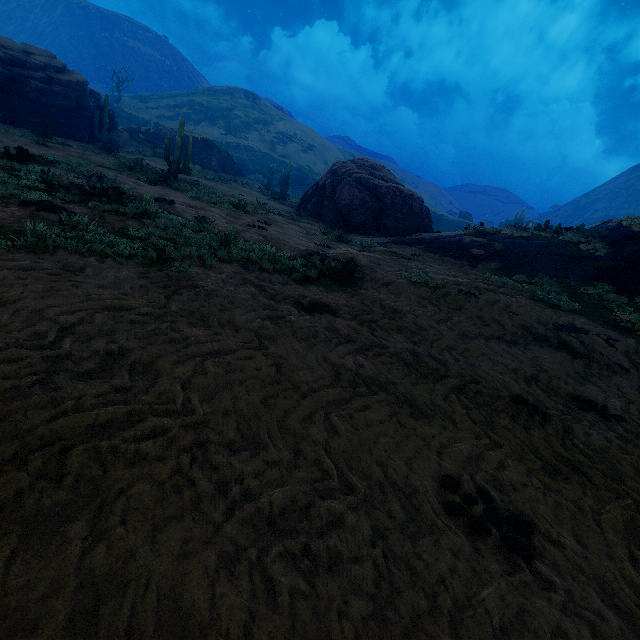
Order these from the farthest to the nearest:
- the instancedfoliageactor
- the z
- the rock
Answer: the rock → the instancedfoliageactor → the z

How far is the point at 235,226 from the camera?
10.5m

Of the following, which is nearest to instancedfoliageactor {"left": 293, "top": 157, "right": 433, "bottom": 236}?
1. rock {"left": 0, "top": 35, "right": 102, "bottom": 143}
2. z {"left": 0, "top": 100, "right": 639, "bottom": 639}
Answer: rock {"left": 0, "top": 35, "right": 102, "bottom": 143}

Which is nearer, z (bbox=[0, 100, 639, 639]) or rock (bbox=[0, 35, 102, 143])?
z (bbox=[0, 100, 639, 639])

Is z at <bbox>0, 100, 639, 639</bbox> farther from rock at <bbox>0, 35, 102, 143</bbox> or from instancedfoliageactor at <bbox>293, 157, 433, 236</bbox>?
rock at <bbox>0, 35, 102, 143</bbox>

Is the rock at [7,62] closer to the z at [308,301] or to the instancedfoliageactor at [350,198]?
the instancedfoliageactor at [350,198]

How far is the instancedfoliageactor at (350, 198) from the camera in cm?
1780
